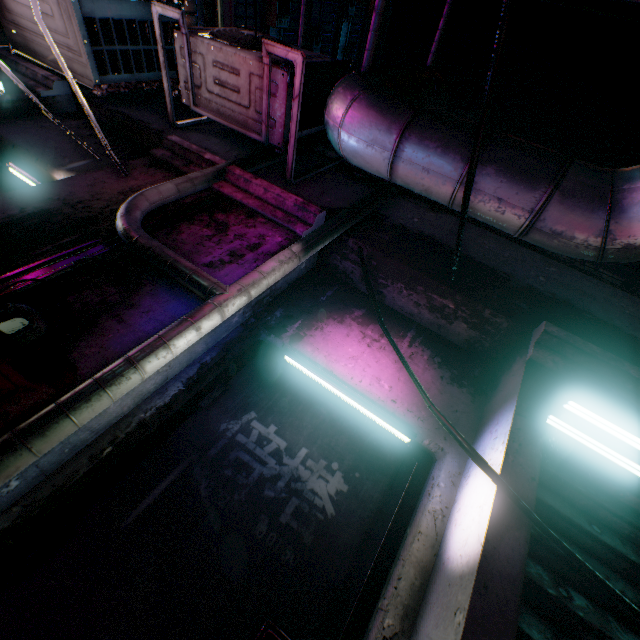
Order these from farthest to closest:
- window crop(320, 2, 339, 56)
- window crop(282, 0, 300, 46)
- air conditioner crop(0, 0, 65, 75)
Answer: window crop(320, 2, 339, 56)
window crop(282, 0, 300, 46)
air conditioner crop(0, 0, 65, 75)

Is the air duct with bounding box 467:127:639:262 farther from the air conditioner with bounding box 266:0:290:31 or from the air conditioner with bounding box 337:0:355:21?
the air conditioner with bounding box 337:0:355:21

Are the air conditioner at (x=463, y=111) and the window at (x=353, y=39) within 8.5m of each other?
no

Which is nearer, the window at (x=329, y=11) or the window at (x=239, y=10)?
the window at (x=239, y=10)

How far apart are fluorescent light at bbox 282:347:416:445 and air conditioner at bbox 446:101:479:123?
10.55m

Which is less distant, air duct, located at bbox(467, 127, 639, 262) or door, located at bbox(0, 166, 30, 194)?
air duct, located at bbox(467, 127, 639, 262)

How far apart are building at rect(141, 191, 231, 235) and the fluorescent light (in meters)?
0.86

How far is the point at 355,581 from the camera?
1.04m
